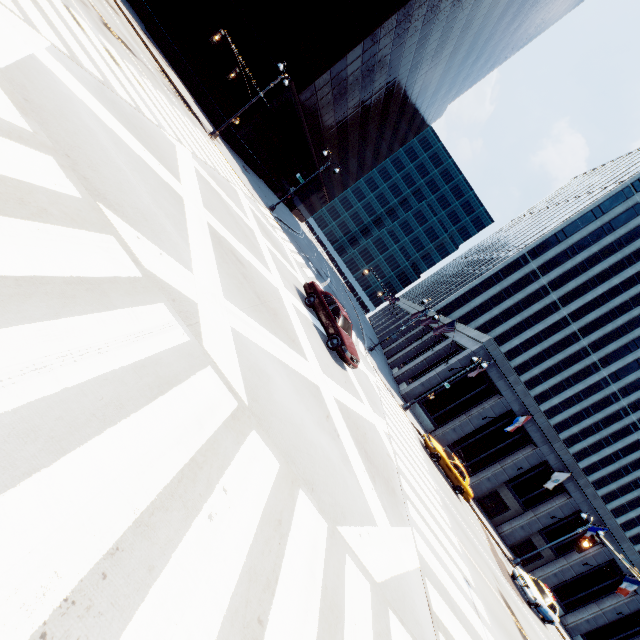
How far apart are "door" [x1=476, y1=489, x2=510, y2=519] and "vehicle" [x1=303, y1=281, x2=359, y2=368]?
26.7m

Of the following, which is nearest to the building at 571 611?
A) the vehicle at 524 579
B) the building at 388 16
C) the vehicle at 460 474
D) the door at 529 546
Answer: the door at 529 546

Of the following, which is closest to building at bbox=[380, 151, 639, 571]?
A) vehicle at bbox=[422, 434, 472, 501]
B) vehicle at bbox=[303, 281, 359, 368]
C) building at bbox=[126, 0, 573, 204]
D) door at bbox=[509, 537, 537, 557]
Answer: door at bbox=[509, 537, 537, 557]

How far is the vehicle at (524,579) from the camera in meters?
20.6

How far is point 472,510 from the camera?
26.1 meters

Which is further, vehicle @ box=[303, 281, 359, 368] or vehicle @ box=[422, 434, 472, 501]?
vehicle @ box=[422, 434, 472, 501]

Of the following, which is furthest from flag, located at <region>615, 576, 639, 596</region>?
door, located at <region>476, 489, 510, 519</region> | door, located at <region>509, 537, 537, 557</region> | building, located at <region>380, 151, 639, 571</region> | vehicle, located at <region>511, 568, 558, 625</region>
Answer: vehicle, located at <region>511, 568, 558, 625</region>

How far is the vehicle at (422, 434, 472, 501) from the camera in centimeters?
2272cm
